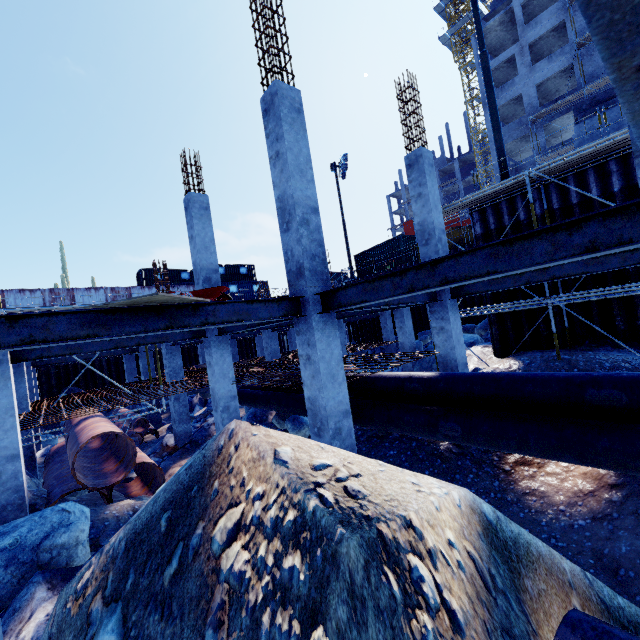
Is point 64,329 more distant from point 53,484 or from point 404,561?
point 53,484

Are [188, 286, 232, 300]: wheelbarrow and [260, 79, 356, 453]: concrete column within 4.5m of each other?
yes

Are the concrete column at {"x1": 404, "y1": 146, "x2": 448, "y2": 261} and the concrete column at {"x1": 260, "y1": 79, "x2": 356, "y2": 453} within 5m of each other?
yes

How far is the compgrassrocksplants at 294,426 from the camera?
10.5 meters

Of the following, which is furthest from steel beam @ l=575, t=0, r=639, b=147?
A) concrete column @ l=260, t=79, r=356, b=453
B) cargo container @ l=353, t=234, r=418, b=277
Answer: cargo container @ l=353, t=234, r=418, b=277

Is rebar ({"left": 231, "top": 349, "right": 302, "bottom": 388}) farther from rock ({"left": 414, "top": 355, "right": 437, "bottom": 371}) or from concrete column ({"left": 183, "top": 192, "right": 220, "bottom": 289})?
rock ({"left": 414, "top": 355, "right": 437, "bottom": 371})

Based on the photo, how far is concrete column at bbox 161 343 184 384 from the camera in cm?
1354

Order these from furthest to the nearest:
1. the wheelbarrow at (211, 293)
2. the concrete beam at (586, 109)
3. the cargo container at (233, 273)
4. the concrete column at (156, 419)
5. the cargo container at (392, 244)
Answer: the cargo container at (233, 273), the cargo container at (392, 244), the concrete column at (156, 419), the concrete beam at (586, 109), the wheelbarrow at (211, 293)
